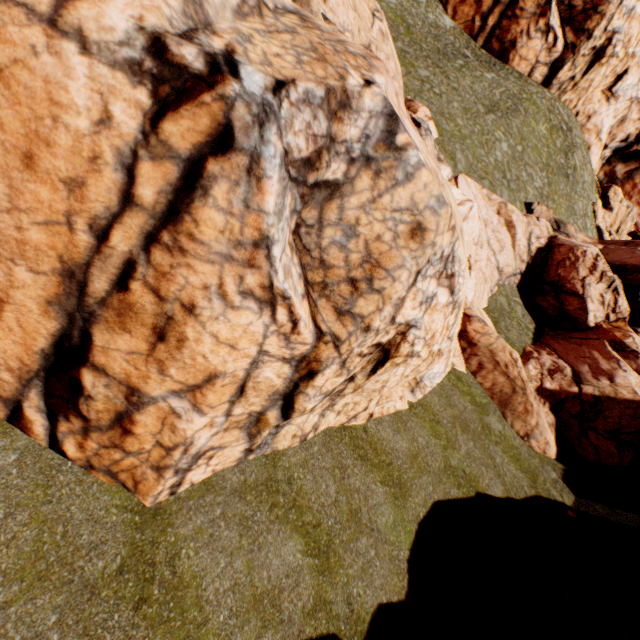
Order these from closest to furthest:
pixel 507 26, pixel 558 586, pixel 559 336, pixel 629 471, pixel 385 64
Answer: pixel 558 586
pixel 629 471
pixel 385 64
pixel 559 336
pixel 507 26
